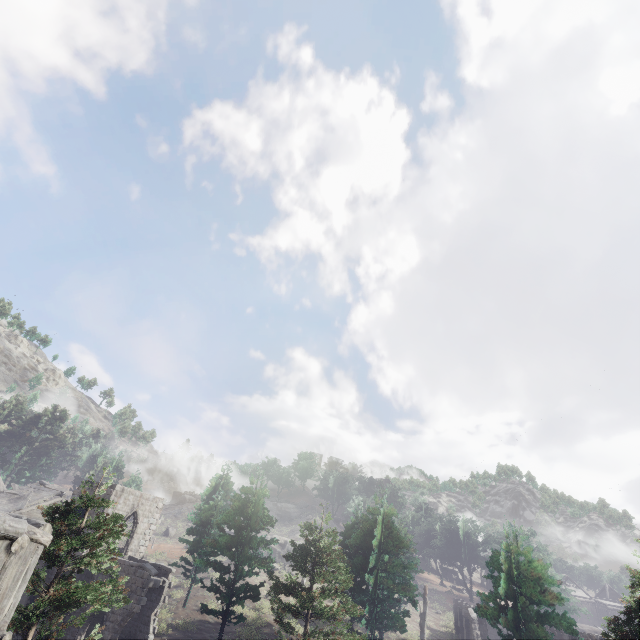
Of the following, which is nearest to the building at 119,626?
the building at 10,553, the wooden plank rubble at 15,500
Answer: the wooden plank rubble at 15,500

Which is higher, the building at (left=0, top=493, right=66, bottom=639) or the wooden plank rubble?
the wooden plank rubble

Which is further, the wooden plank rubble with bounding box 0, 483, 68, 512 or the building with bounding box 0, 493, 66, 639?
the wooden plank rubble with bounding box 0, 483, 68, 512

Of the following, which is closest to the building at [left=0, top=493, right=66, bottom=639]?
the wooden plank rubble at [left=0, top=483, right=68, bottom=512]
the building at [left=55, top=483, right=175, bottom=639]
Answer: the building at [left=55, top=483, right=175, bottom=639]

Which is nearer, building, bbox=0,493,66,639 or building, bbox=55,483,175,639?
building, bbox=0,493,66,639

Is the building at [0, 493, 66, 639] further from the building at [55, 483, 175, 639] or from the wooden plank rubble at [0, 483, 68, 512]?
the wooden plank rubble at [0, 483, 68, 512]

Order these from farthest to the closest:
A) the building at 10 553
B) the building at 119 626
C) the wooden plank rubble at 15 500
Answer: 1. the wooden plank rubble at 15 500
2. the building at 119 626
3. the building at 10 553

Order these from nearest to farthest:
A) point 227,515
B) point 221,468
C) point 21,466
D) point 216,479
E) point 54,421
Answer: point 227,515 → point 216,479 → point 221,468 → point 21,466 → point 54,421
